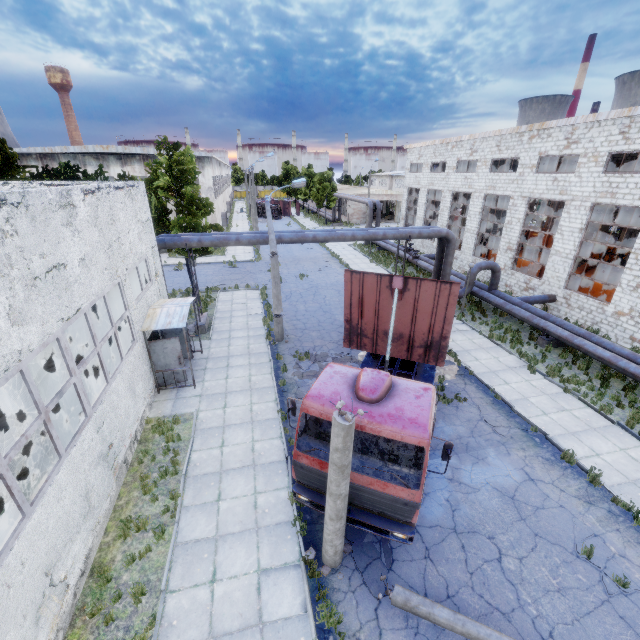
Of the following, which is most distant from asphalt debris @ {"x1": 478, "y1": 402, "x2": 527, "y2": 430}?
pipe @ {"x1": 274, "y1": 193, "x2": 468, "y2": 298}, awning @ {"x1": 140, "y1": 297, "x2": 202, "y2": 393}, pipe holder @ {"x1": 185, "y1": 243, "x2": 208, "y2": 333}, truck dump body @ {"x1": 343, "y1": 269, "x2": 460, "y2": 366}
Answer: pipe holder @ {"x1": 185, "y1": 243, "x2": 208, "y2": 333}

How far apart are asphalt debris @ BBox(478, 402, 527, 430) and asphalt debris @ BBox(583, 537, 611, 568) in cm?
295

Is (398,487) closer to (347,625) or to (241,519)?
(347,625)

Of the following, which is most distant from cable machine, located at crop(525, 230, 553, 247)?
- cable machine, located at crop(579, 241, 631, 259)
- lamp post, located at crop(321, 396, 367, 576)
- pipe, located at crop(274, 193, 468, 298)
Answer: lamp post, located at crop(321, 396, 367, 576)

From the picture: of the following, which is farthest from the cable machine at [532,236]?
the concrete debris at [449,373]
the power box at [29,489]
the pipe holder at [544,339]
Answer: the power box at [29,489]

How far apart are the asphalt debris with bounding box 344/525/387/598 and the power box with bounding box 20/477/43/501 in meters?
6.0 m

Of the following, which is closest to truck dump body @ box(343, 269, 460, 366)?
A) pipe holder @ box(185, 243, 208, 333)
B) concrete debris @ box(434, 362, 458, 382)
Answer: concrete debris @ box(434, 362, 458, 382)

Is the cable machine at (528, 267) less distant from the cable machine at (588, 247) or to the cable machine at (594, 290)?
the cable machine at (594, 290)
